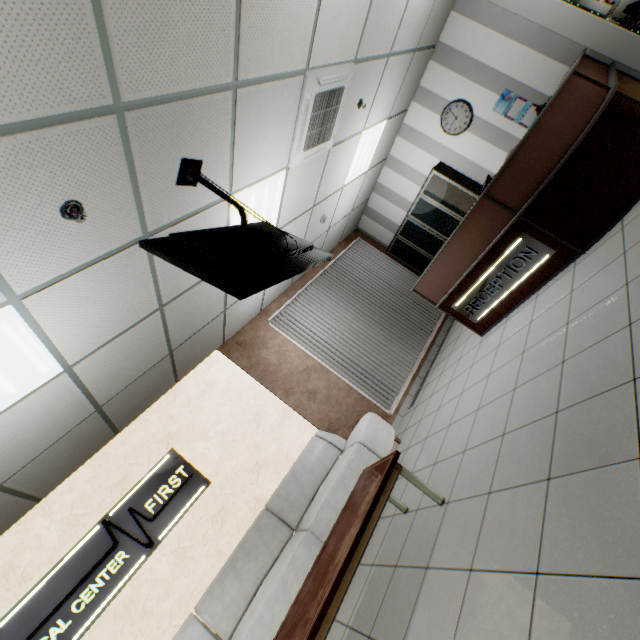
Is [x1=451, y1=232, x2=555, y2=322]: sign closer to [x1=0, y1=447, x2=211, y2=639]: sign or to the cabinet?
the cabinet

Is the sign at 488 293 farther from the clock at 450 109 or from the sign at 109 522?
the sign at 109 522

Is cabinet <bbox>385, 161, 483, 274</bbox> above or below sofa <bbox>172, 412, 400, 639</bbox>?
above

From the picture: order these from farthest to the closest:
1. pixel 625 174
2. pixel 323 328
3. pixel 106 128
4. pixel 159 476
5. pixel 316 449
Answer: pixel 323 328
pixel 316 449
pixel 159 476
pixel 625 174
pixel 106 128

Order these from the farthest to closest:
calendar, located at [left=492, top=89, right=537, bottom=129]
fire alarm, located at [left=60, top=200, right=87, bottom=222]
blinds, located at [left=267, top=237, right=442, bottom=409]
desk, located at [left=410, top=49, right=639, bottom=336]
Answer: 1. blinds, located at [left=267, top=237, right=442, bottom=409]
2. calendar, located at [left=492, top=89, right=537, bottom=129]
3. desk, located at [left=410, top=49, right=639, bottom=336]
4. fire alarm, located at [left=60, top=200, right=87, bottom=222]

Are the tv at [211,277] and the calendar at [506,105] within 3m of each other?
no

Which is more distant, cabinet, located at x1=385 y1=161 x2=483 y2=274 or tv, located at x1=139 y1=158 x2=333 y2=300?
cabinet, located at x1=385 y1=161 x2=483 y2=274

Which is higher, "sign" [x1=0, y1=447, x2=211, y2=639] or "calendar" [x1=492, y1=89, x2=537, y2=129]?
"sign" [x1=0, y1=447, x2=211, y2=639]
